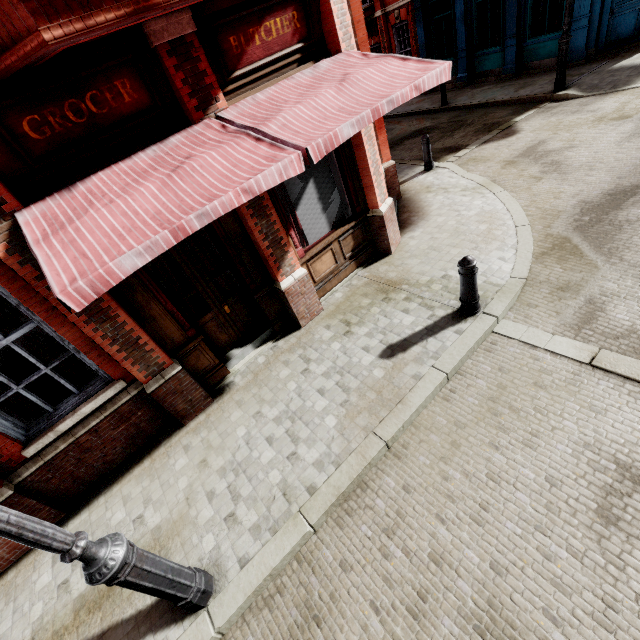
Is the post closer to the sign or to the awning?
the awning

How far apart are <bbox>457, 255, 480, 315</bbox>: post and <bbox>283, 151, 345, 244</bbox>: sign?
2.61m

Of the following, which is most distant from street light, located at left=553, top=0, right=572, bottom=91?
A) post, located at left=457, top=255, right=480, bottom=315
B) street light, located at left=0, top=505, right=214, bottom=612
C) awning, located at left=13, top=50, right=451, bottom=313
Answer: street light, located at left=0, top=505, right=214, bottom=612

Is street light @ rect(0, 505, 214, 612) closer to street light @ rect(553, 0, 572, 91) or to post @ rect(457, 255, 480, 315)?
post @ rect(457, 255, 480, 315)

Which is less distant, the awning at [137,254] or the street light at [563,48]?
the awning at [137,254]

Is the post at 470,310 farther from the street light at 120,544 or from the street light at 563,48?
the street light at 563,48

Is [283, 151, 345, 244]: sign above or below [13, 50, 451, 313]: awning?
below

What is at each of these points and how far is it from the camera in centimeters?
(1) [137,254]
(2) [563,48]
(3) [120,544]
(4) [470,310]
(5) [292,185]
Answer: (1) awning, 258cm
(2) street light, 995cm
(3) street light, 256cm
(4) post, 488cm
(5) sign, 545cm
